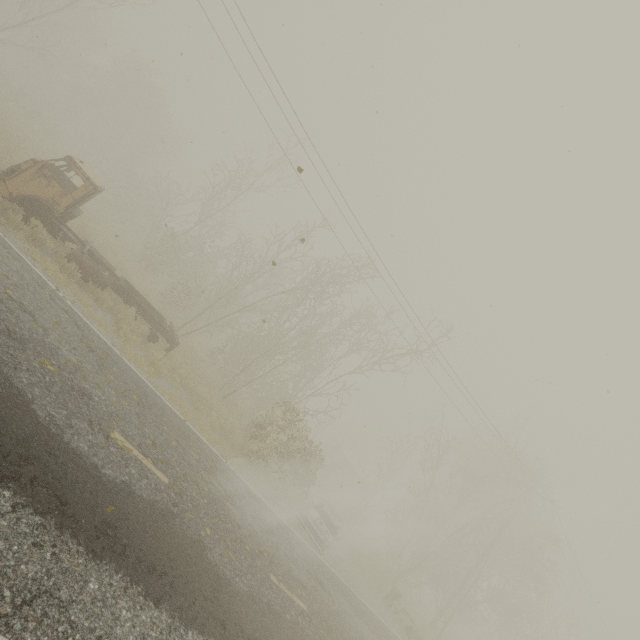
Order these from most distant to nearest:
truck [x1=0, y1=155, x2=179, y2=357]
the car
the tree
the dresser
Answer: the tree < the dresser < the car < truck [x1=0, y1=155, x2=179, y2=357]

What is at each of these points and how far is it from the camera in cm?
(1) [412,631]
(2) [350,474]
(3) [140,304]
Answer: (1) dresser, 1575
(2) truck, 3859
(3) truck, 1267

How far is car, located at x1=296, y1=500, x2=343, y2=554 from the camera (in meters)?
12.70

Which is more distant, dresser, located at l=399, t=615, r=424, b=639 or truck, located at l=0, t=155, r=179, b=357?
dresser, located at l=399, t=615, r=424, b=639

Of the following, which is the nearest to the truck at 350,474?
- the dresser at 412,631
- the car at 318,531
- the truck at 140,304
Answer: the dresser at 412,631

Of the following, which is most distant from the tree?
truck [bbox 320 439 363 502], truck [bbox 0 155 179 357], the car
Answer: truck [bbox 0 155 179 357]

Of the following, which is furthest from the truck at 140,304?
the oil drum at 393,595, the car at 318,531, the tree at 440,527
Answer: the tree at 440,527

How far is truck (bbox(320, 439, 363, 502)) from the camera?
37.4 meters
